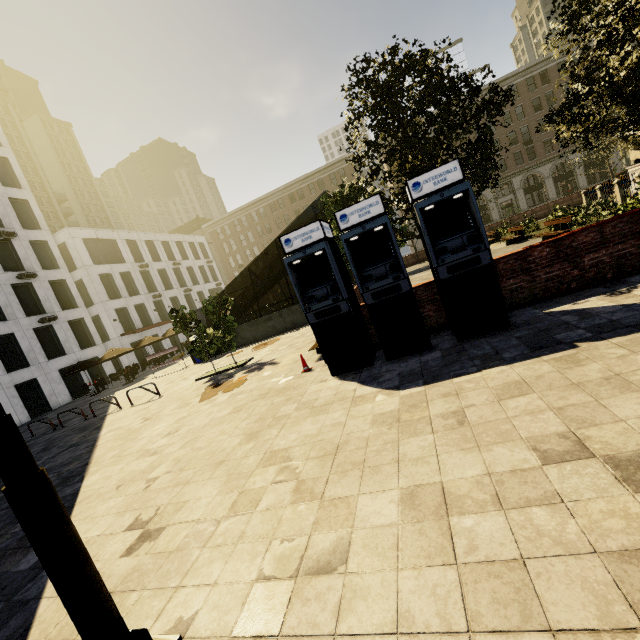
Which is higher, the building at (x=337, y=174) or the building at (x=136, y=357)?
the building at (x=337, y=174)

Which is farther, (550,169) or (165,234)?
(550,169)

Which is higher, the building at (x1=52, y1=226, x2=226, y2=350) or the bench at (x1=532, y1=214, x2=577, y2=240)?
the building at (x1=52, y1=226, x2=226, y2=350)

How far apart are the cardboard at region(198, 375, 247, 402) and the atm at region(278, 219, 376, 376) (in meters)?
3.39

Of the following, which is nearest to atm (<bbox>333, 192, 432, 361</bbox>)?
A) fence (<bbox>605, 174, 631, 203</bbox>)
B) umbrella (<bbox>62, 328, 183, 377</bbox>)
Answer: fence (<bbox>605, 174, 631, 203</bbox>)

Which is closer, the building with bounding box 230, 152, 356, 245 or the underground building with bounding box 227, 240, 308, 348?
the underground building with bounding box 227, 240, 308, 348

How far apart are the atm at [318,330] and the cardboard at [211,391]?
3.4 meters

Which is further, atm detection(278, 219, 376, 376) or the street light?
atm detection(278, 219, 376, 376)
